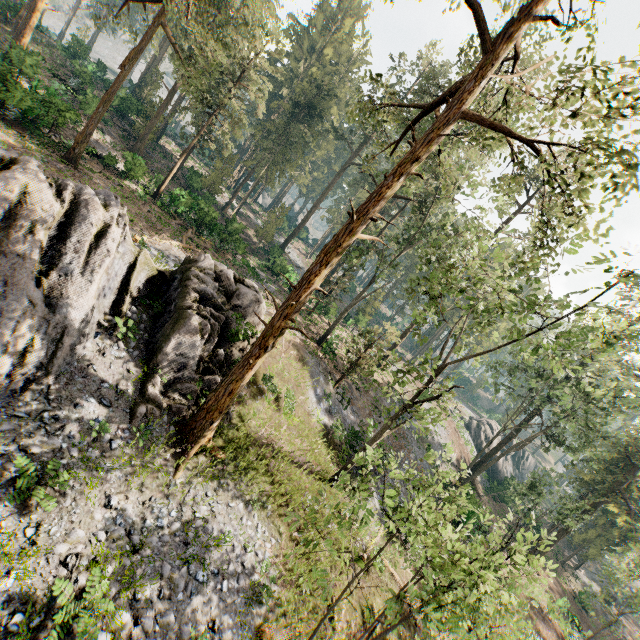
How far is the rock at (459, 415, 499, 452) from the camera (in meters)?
49.50

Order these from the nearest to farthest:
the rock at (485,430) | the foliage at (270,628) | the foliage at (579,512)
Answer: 1. the foliage at (579,512)
2. the foliage at (270,628)
3. the rock at (485,430)

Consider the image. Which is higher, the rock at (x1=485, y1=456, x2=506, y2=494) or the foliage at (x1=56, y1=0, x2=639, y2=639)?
the foliage at (x1=56, y1=0, x2=639, y2=639)

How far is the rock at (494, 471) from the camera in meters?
43.0 m

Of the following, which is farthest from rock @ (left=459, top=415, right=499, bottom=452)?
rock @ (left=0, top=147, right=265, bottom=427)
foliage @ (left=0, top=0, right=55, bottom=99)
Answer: rock @ (left=0, top=147, right=265, bottom=427)

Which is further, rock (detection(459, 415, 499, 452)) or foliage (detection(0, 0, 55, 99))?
rock (detection(459, 415, 499, 452))

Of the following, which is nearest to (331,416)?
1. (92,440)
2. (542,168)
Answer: (92,440)

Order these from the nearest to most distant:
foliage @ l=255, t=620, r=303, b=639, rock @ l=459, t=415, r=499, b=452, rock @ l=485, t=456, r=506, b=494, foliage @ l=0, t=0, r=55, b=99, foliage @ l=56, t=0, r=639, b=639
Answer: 1. foliage @ l=56, t=0, r=639, b=639
2. foliage @ l=255, t=620, r=303, b=639
3. foliage @ l=0, t=0, r=55, b=99
4. rock @ l=485, t=456, r=506, b=494
5. rock @ l=459, t=415, r=499, b=452
